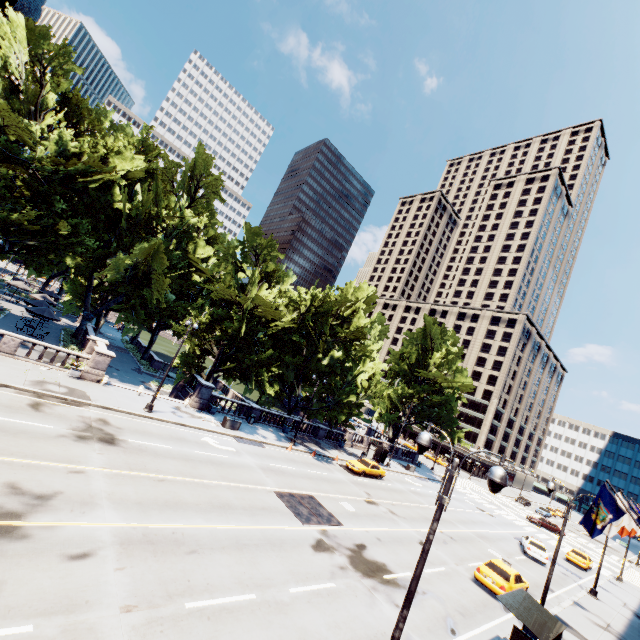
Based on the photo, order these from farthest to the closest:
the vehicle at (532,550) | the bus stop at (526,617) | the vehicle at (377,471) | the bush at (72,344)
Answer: the vehicle at (377,471)
the bush at (72,344)
the vehicle at (532,550)
the bus stop at (526,617)

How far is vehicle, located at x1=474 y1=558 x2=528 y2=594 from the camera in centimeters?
1850cm

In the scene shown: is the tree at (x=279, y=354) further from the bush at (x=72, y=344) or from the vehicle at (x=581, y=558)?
the vehicle at (x=581, y=558)

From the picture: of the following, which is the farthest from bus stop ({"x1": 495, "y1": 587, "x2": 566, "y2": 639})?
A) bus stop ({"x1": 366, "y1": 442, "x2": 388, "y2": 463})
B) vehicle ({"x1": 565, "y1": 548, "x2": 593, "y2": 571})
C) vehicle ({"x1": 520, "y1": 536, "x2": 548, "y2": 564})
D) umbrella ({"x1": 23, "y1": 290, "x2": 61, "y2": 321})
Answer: umbrella ({"x1": 23, "y1": 290, "x2": 61, "y2": 321})

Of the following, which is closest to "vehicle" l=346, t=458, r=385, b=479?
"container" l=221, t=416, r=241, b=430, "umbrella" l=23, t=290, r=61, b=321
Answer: "container" l=221, t=416, r=241, b=430

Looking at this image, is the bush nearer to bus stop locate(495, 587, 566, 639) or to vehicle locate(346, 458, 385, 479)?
vehicle locate(346, 458, 385, 479)

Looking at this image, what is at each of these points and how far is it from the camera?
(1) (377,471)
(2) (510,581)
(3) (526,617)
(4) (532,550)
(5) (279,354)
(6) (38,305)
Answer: (1) vehicle, 34.0 meters
(2) vehicle, 19.0 meters
(3) bus stop, 12.0 meters
(4) vehicle, 29.8 meters
(5) tree, 35.3 meters
(6) umbrella, 33.8 meters

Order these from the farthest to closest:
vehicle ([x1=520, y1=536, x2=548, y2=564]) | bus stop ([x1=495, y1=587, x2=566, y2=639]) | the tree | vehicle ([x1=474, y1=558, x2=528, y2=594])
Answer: vehicle ([x1=520, y1=536, x2=548, y2=564]) < the tree < vehicle ([x1=474, y1=558, x2=528, y2=594]) < bus stop ([x1=495, y1=587, x2=566, y2=639])
